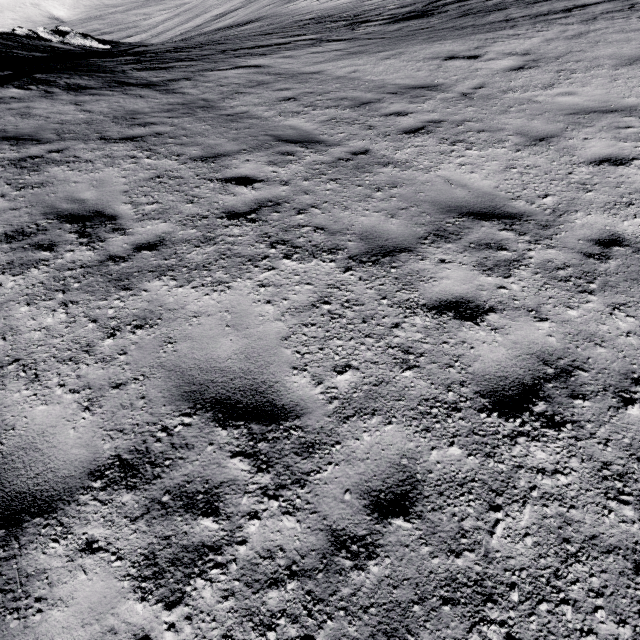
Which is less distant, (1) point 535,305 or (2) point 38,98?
(1) point 535,305
